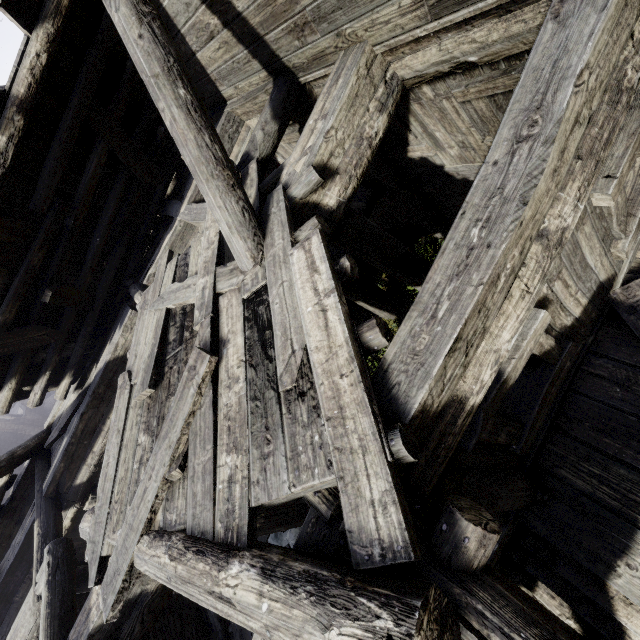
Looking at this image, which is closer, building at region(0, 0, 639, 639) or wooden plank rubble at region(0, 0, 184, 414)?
building at region(0, 0, 639, 639)

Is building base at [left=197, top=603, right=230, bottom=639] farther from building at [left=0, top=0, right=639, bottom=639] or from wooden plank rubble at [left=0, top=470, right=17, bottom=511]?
wooden plank rubble at [left=0, top=470, right=17, bottom=511]

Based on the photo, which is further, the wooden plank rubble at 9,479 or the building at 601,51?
the wooden plank rubble at 9,479

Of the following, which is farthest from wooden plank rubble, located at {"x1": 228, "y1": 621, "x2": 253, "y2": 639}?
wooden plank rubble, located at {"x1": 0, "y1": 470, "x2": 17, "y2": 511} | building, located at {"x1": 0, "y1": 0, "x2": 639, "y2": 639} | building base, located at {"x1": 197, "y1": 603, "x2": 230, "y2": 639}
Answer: wooden plank rubble, located at {"x1": 0, "y1": 470, "x2": 17, "y2": 511}

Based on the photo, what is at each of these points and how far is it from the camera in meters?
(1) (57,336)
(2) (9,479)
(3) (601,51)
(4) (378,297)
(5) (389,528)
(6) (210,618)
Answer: (1) wooden plank rubble, 5.8 m
(2) wooden plank rubble, 8.1 m
(3) building, 2.1 m
(4) building, 7.5 m
(5) wooden plank rubble, 1.7 m
(6) building base, 10.4 m

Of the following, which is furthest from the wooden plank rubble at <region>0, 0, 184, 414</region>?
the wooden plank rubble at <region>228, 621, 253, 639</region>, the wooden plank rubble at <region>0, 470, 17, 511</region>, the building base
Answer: the building base

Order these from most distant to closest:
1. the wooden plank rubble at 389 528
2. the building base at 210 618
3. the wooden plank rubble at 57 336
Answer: the building base at 210 618, the wooden plank rubble at 57 336, the wooden plank rubble at 389 528

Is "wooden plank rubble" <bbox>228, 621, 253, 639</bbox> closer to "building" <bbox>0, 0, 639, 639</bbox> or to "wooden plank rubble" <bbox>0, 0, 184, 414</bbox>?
"building" <bbox>0, 0, 639, 639</bbox>
